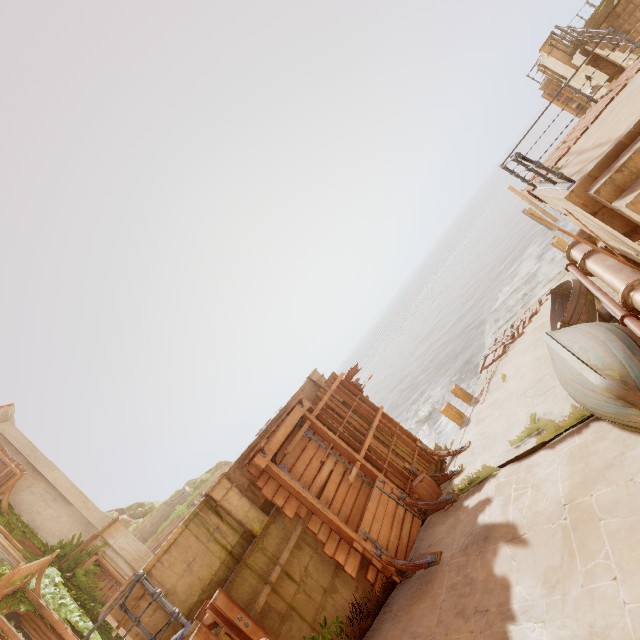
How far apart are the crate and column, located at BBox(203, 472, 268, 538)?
4.2m

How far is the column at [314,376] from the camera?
11.5m

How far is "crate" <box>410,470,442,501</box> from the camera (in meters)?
9.07

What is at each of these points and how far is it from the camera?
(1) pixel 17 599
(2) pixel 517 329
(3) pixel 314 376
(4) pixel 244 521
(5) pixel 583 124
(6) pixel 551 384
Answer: (1) plant, 10.7m
(2) wood, 17.3m
(3) column, 11.7m
(4) column, 7.2m
(5) wood, 7.8m
(6) walkway, 9.0m

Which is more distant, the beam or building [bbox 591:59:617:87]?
the beam

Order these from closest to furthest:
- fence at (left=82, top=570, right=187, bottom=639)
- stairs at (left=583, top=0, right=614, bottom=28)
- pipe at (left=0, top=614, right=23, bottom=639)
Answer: fence at (left=82, top=570, right=187, bottom=639)
pipe at (left=0, top=614, right=23, bottom=639)
stairs at (left=583, top=0, right=614, bottom=28)

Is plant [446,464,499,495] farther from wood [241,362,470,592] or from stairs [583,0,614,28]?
stairs [583,0,614,28]

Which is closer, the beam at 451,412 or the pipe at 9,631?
the pipe at 9,631
